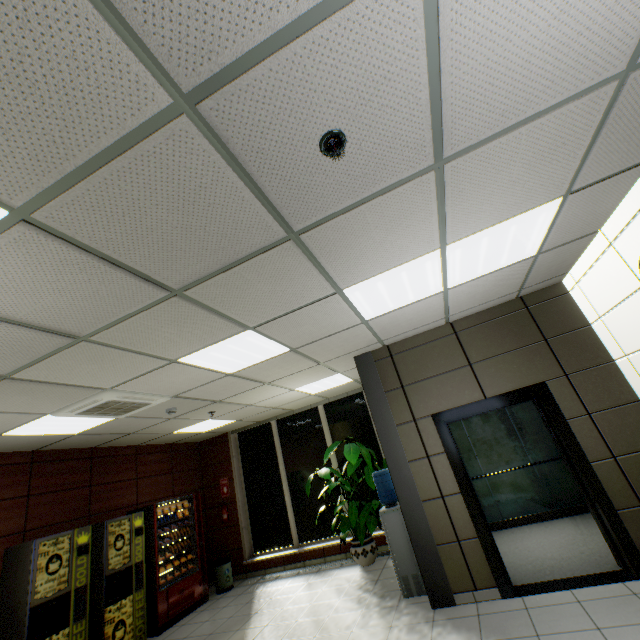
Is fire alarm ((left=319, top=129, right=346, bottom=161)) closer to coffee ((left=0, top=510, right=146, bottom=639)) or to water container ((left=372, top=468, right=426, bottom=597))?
water container ((left=372, top=468, right=426, bottom=597))

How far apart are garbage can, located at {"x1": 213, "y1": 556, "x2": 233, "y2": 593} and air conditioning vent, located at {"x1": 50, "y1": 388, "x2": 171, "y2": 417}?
4.43m

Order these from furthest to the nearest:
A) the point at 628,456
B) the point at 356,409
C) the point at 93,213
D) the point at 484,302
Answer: the point at 356,409 < the point at 484,302 < the point at 628,456 < the point at 93,213

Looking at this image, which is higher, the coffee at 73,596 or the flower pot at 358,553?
the coffee at 73,596

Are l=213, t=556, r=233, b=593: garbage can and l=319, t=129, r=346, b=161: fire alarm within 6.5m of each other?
no

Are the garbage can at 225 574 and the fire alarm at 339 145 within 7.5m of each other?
no

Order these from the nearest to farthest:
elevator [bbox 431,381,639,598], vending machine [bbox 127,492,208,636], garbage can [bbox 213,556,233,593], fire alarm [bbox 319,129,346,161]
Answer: fire alarm [bbox 319,129,346,161] < elevator [bbox 431,381,639,598] < vending machine [bbox 127,492,208,636] < garbage can [bbox 213,556,233,593]

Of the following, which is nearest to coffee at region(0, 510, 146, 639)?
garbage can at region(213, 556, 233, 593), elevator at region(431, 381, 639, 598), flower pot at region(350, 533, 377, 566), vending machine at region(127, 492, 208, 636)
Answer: vending machine at region(127, 492, 208, 636)
